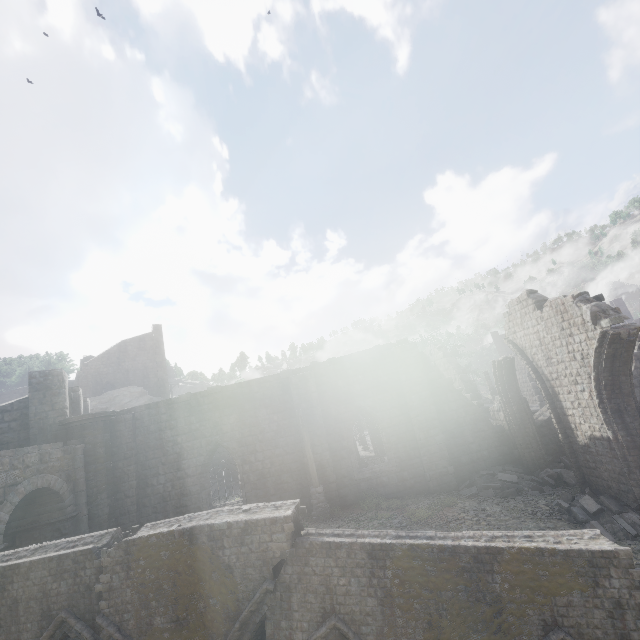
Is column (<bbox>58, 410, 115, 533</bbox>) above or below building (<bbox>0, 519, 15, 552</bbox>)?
below

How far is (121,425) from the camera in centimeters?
1647cm

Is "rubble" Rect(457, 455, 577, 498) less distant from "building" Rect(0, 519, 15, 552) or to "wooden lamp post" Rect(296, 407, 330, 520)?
"building" Rect(0, 519, 15, 552)

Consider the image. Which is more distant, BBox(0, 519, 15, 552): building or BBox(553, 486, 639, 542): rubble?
BBox(0, 519, 15, 552): building

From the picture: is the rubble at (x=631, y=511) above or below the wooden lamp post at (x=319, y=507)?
below

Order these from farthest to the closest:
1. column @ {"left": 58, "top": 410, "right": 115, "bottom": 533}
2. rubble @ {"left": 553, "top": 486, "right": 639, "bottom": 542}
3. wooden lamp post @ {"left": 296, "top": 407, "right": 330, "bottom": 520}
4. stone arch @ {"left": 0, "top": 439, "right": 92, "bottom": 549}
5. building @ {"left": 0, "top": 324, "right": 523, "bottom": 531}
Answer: building @ {"left": 0, "top": 324, "right": 523, "bottom": 531}
column @ {"left": 58, "top": 410, "right": 115, "bottom": 533}
wooden lamp post @ {"left": 296, "top": 407, "right": 330, "bottom": 520}
stone arch @ {"left": 0, "top": 439, "right": 92, "bottom": 549}
rubble @ {"left": 553, "top": 486, "right": 639, "bottom": 542}

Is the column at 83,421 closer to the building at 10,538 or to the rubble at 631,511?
the building at 10,538

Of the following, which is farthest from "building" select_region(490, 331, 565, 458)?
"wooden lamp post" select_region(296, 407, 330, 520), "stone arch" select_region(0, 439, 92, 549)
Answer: "wooden lamp post" select_region(296, 407, 330, 520)
